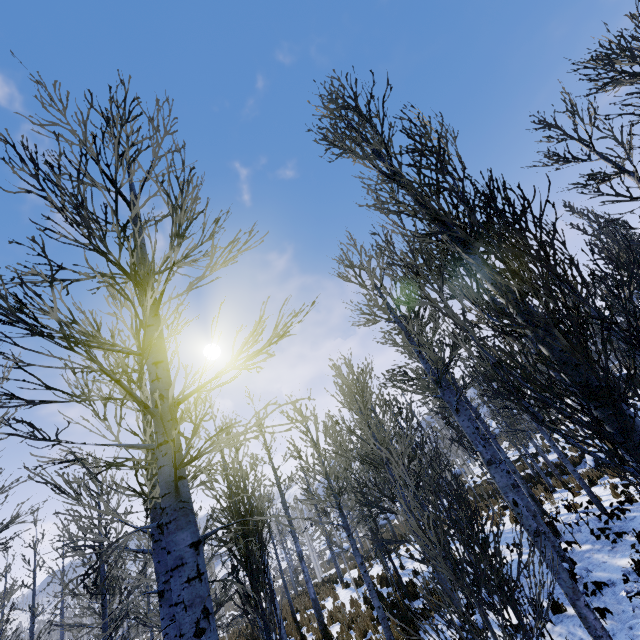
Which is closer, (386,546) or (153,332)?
(153,332)
